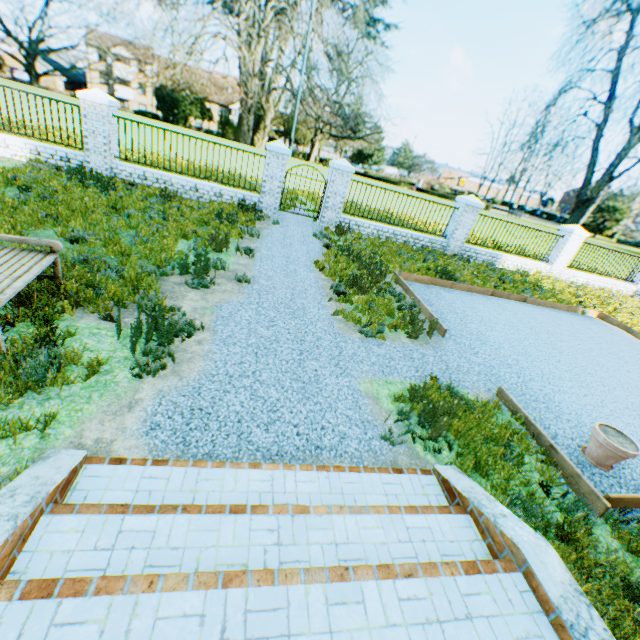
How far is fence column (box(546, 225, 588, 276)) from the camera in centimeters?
1434cm

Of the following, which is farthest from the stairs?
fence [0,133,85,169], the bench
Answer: fence [0,133,85,169]

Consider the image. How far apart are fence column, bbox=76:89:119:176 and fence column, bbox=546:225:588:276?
18.3m

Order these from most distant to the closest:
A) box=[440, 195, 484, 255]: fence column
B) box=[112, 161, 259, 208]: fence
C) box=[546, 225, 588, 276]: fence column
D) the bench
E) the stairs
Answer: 1. box=[546, 225, 588, 276]: fence column
2. box=[440, 195, 484, 255]: fence column
3. box=[112, 161, 259, 208]: fence
4. the bench
5. the stairs

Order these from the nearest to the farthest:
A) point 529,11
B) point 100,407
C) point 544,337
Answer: point 100,407 < point 544,337 < point 529,11

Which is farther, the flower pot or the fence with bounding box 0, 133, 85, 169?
the fence with bounding box 0, 133, 85, 169

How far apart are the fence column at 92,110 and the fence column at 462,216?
12.7m

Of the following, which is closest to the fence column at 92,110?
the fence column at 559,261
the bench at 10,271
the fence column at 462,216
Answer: the bench at 10,271
